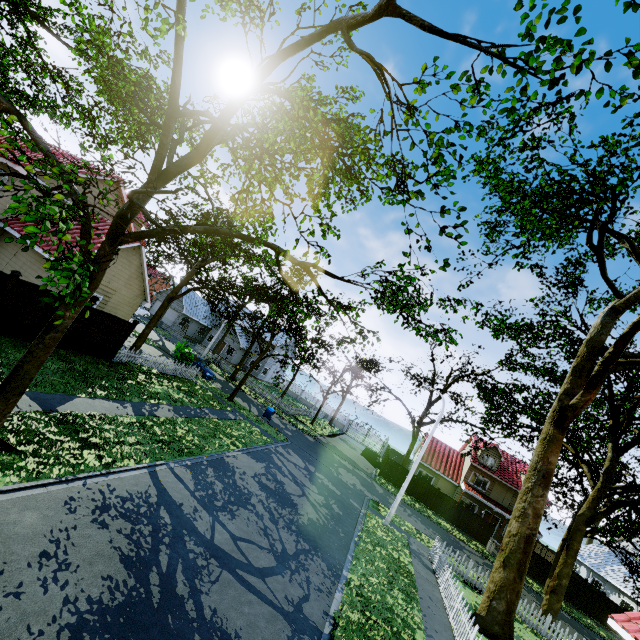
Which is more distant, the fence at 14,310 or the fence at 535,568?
the fence at 535,568

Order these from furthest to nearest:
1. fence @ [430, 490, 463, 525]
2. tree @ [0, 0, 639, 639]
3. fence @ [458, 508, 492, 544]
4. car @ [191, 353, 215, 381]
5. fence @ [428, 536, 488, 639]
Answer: fence @ [430, 490, 463, 525] → fence @ [458, 508, 492, 544] → car @ [191, 353, 215, 381] → fence @ [428, 536, 488, 639] → tree @ [0, 0, 639, 639]

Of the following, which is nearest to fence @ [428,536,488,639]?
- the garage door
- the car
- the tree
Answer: the tree

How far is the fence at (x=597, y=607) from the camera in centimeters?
2747cm

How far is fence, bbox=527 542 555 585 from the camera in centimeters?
2908cm

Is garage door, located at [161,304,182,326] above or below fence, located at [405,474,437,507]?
above

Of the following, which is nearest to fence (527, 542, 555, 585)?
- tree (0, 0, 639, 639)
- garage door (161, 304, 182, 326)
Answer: tree (0, 0, 639, 639)

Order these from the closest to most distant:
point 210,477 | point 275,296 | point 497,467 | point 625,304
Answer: point 210,477 < point 625,304 < point 275,296 < point 497,467
